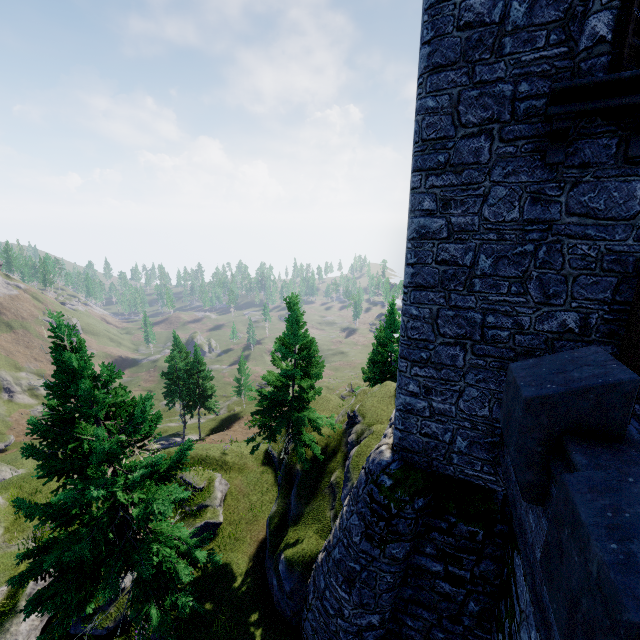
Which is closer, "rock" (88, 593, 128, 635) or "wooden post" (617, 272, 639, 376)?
"wooden post" (617, 272, 639, 376)

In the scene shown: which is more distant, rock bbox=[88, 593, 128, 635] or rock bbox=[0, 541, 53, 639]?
rock bbox=[88, 593, 128, 635]

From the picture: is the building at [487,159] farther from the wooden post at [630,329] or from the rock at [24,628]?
the rock at [24,628]

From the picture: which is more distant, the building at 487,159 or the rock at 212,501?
the rock at 212,501

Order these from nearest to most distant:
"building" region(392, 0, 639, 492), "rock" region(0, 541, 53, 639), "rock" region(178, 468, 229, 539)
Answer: "building" region(392, 0, 639, 492)
"rock" region(0, 541, 53, 639)
"rock" region(178, 468, 229, 539)

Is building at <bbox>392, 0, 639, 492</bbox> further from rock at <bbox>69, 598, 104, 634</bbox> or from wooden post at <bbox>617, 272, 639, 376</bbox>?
rock at <bbox>69, 598, 104, 634</bbox>

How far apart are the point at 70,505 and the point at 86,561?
1.46m

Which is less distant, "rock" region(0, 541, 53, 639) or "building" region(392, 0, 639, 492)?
"building" region(392, 0, 639, 492)
